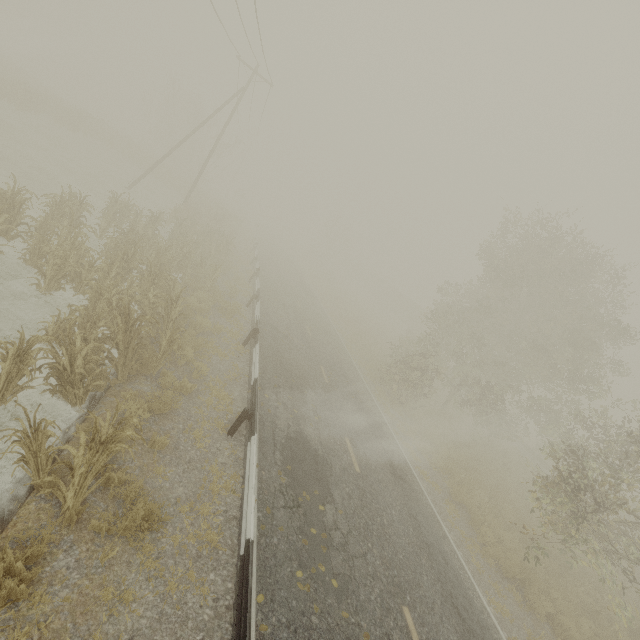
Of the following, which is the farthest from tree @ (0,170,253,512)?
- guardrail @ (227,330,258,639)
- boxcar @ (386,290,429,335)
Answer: boxcar @ (386,290,429,335)

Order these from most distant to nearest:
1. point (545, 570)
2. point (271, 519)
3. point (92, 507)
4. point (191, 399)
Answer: point (545, 570)
point (191, 399)
point (271, 519)
point (92, 507)

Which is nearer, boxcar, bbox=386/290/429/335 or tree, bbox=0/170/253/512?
tree, bbox=0/170/253/512

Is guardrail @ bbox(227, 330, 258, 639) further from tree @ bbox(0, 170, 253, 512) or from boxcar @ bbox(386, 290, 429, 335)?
boxcar @ bbox(386, 290, 429, 335)

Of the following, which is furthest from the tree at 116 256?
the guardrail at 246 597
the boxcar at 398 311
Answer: the boxcar at 398 311

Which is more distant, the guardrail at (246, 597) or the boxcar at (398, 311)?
the boxcar at (398, 311)
